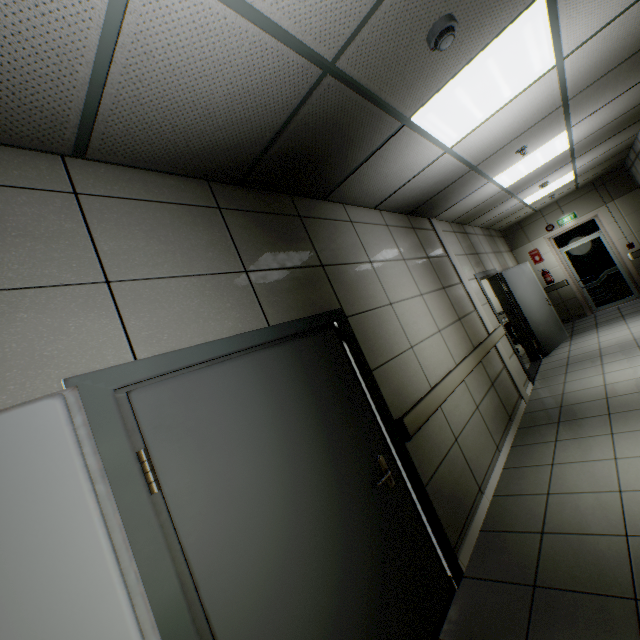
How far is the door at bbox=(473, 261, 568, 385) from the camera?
6.2 meters

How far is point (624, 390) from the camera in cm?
399

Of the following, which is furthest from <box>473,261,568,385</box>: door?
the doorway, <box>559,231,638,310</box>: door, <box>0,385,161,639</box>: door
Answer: <box>0,385,161,639</box>: door

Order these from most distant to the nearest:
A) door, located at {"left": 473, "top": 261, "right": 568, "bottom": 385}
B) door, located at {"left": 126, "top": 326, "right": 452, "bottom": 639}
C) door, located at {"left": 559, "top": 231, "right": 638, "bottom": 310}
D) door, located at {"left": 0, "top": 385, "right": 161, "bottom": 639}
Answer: door, located at {"left": 559, "top": 231, "right": 638, "bottom": 310} → door, located at {"left": 473, "top": 261, "right": 568, "bottom": 385} → door, located at {"left": 126, "top": 326, "right": 452, "bottom": 639} → door, located at {"left": 0, "top": 385, "right": 161, "bottom": 639}

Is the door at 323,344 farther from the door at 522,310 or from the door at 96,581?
the door at 522,310

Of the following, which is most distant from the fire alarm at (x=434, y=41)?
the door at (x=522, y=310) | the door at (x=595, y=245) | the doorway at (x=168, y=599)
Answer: the door at (x=595, y=245)

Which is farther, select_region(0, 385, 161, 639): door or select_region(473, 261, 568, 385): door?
select_region(473, 261, 568, 385): door

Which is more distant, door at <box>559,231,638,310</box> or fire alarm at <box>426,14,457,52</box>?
door at <box>559,231,638,310</box>
